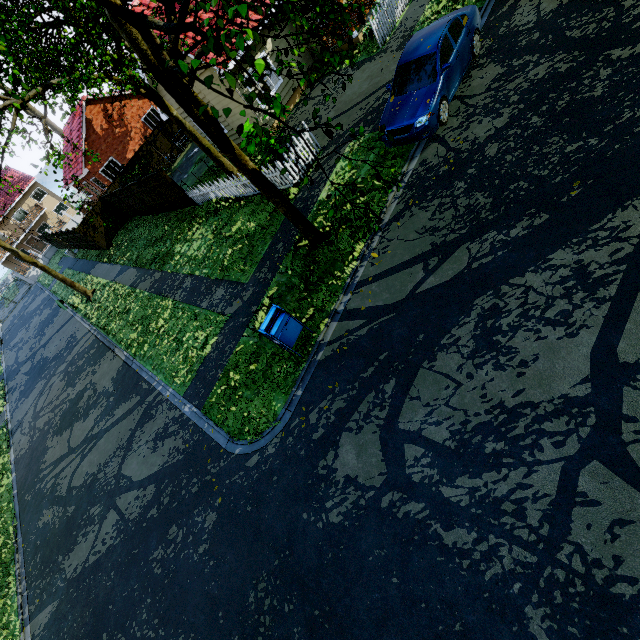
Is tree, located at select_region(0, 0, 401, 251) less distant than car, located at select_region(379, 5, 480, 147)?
Yes

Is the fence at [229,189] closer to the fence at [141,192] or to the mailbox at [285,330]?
the fence at [141,192]

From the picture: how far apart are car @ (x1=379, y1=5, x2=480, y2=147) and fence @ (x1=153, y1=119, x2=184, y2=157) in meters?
23.3 m

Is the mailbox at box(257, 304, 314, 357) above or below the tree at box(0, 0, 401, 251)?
below

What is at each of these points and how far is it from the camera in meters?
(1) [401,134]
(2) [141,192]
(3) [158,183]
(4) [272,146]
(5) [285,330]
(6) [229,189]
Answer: (1) car, 8.7
(2) fence, 19.1
(3) fence, 16.7
(4) plant, 11.4
(5) mailbox, 7.0
(6) fence, 14.0

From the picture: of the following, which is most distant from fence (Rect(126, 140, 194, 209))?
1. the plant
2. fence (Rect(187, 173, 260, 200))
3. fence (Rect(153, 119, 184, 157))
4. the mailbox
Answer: the mailbox

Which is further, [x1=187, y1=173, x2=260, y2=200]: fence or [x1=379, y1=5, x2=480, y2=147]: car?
[x1=187, y1=173, x2=260, y2=200]: fence

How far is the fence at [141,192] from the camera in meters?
18.4
